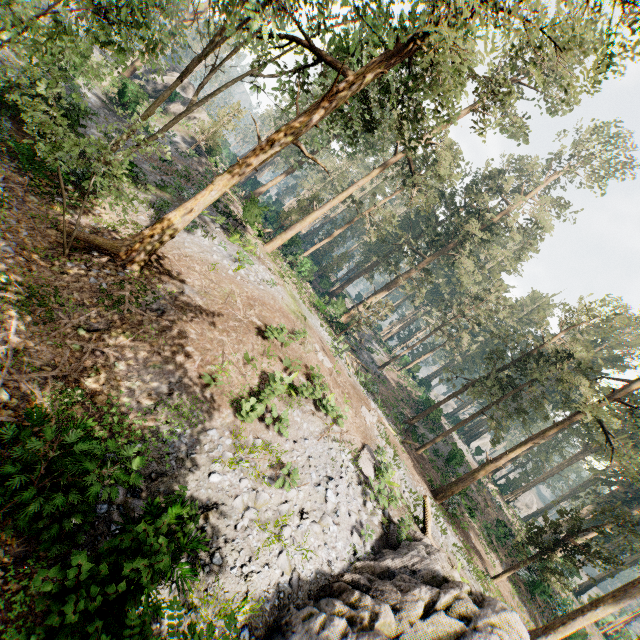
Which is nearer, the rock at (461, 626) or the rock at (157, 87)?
the rock at (461, 626)

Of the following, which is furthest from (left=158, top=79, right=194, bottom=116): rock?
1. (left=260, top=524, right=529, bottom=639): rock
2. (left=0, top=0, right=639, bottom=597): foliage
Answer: (left=260, top=524, right=529, bottom=639): rock

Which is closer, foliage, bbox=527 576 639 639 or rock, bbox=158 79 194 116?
foliage, bbox=527 576 639 639

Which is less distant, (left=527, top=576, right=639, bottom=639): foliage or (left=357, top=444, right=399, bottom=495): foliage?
(left=357, top=444, right=399, bottom=495): foliage

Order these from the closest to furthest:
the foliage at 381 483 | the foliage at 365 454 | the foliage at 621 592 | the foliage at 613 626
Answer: the foliage at 381 483
the foliage at 365 454
the foliage at 621 592
the foliage at 613 626

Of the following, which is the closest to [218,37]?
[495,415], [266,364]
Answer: [266,364]

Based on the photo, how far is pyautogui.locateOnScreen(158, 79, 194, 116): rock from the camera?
36.6m
